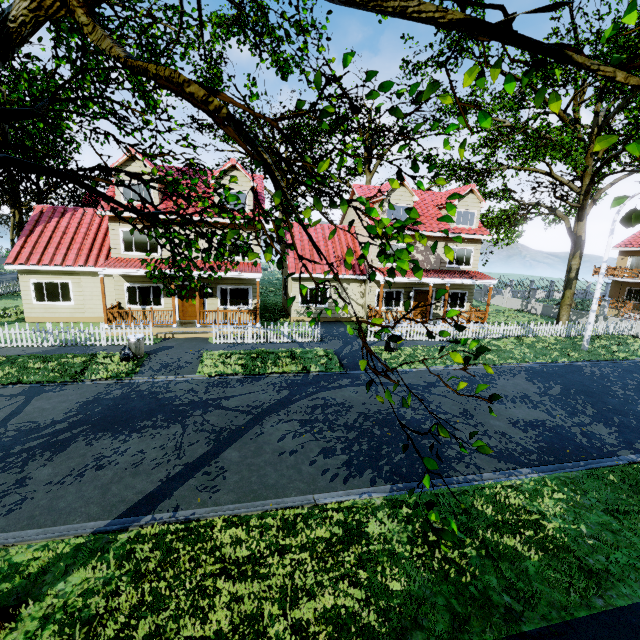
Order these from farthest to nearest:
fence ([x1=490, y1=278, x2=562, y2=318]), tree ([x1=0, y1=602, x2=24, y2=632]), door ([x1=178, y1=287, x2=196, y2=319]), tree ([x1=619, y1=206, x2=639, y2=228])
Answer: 1. fence ([x1=490, y1=278, x2=562, y2=318])
2. door ([x1=178, y1=287, x2=196, y2=319])
3. tree ([x1=0, y1=602, x2=24, y2=632])
4. tree ([x1=619, y1=206, x2=639, y2=228])

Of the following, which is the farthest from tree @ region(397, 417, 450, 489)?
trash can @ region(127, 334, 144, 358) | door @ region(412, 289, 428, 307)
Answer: door @ region(412, 289, 428, 307)

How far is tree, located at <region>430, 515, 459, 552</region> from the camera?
2.1 meters

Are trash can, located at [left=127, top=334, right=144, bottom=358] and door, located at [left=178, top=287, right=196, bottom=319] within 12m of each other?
yes

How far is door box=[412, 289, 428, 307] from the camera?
22.08m

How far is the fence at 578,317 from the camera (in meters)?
19.34

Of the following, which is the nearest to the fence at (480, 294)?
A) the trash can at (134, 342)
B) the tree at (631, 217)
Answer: the tree at (631, 217)

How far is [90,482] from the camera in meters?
6.8 m
